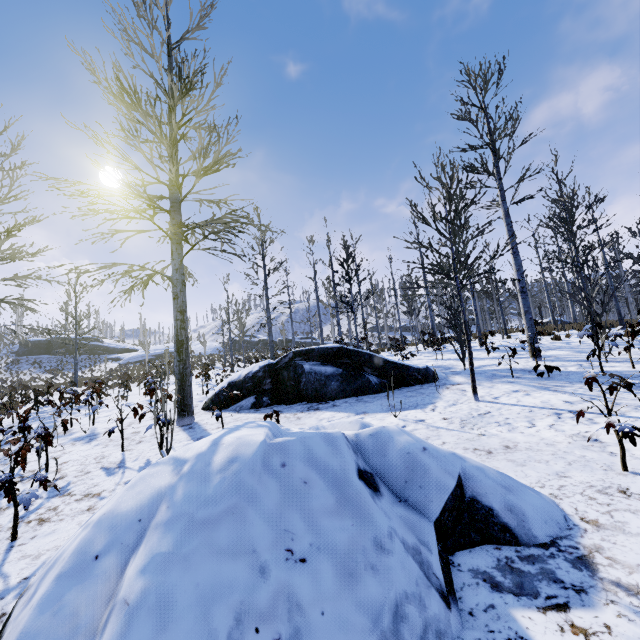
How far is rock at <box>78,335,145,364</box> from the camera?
45.2m

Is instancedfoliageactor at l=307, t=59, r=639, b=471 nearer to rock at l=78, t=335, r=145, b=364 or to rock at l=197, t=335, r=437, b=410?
rock at l=197, t=335, r=437, b=410

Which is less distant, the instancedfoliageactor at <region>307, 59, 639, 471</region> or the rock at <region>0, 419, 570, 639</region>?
the rock at <region>0, 419, 570, 639</region>

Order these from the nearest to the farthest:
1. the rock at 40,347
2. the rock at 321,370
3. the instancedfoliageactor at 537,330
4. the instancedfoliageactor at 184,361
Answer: the instancedfoliageactor at 184,361 < the instancedfoliageactor at 537,330 < the rock at 321,370 < the rock at 40,347

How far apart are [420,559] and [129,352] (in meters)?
58.31

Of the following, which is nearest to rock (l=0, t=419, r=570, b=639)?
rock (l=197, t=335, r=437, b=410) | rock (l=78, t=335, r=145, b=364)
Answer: rock (l=197, t=335, r=437, b=410)

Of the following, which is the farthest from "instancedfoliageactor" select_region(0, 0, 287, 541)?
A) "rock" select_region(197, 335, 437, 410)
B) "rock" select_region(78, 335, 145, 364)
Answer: "rock" select_region(78, 335, 145, 364)

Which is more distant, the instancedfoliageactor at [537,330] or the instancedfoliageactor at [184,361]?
the instancedfoliageactor at [537,330]
